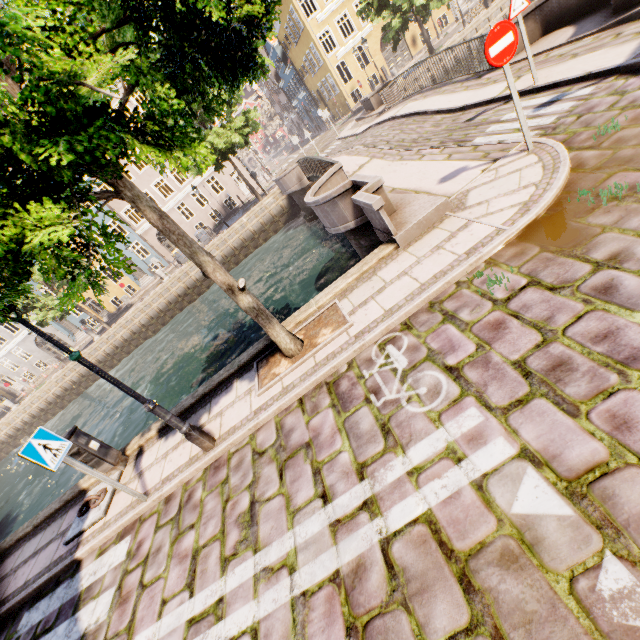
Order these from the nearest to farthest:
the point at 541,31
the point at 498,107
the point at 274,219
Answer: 1. the point at 498,107
2. the point at 541,31
3. the point at 274,219

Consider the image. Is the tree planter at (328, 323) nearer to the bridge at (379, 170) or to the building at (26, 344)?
the bridge at (379, 170)

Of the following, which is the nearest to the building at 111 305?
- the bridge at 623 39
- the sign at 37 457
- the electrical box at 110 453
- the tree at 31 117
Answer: the tree at 31 117

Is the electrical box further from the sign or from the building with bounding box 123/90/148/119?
the building with bounding box 123/90/148/119

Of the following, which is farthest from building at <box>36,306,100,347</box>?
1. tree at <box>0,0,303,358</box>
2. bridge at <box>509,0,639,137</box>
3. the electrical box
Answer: the electrical box

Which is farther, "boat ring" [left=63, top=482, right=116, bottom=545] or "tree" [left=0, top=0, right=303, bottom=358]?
"boat ring" [left=63, top=482, right=116, bottom=545]

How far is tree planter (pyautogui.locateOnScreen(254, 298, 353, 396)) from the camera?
5.19m

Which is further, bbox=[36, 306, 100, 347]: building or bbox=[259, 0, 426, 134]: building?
bbox=[36, 306, 100, 347]: building
